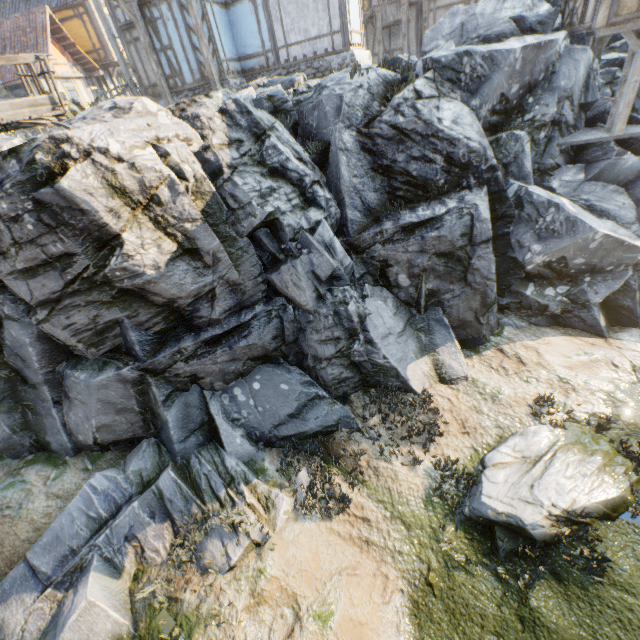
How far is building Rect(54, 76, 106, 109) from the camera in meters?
20.0 m

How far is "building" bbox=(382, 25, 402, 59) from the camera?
19.3m

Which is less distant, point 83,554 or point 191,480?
point 83,554

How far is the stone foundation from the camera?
12.82m

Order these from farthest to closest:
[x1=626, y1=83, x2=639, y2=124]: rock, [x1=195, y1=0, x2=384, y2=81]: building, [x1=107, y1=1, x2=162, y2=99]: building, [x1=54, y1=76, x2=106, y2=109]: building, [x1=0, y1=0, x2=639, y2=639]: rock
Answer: [x1=54, y1=76, x2=106, y2=109]: building, [x1=107, y1=1, x2=162, y2=99]: building, [x1=195, y1=0, x2=384, y2=81]: building, [x1=626, y1=83, x2=639, y2=124]: rock, [x1=0, y1=0, x2=639, y2=639]: rock

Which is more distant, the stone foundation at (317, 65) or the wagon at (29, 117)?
the stone foundation at (317, 65)

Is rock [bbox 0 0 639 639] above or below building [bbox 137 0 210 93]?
below

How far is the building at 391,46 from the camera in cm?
1934
